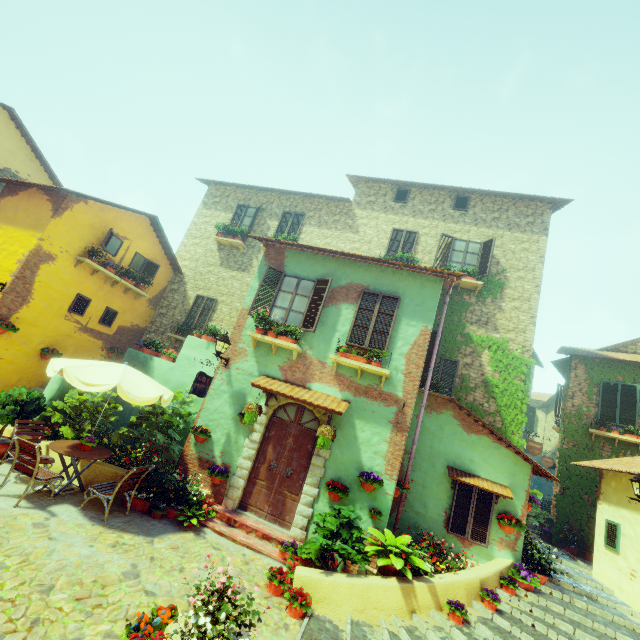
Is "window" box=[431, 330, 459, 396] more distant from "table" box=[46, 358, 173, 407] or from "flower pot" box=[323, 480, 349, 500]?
"table" box=[46, 358, 173, 407]

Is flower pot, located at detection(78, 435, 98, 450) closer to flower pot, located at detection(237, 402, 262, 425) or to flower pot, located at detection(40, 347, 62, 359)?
flower pot, located at detection(237, 402, 262, 425)

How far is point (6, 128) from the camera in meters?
13.0 m

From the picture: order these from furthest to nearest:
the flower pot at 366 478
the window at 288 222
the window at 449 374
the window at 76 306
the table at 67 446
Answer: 1. the window at 288 222
2. the window at 76 306
3. the window at 449 374
4. the flower pot at 366 478
5. the table at 67 446

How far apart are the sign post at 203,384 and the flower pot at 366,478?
4.3 meters

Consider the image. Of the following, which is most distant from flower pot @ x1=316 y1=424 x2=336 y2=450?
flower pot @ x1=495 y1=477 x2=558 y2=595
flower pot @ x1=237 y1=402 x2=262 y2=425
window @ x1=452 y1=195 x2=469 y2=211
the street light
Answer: window @ x1=452 y1=195 x2=469 y2=211

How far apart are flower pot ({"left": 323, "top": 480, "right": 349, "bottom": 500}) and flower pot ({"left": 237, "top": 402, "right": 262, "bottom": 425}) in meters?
2.2

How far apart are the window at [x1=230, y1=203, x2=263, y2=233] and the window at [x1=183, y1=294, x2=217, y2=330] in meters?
3.3
